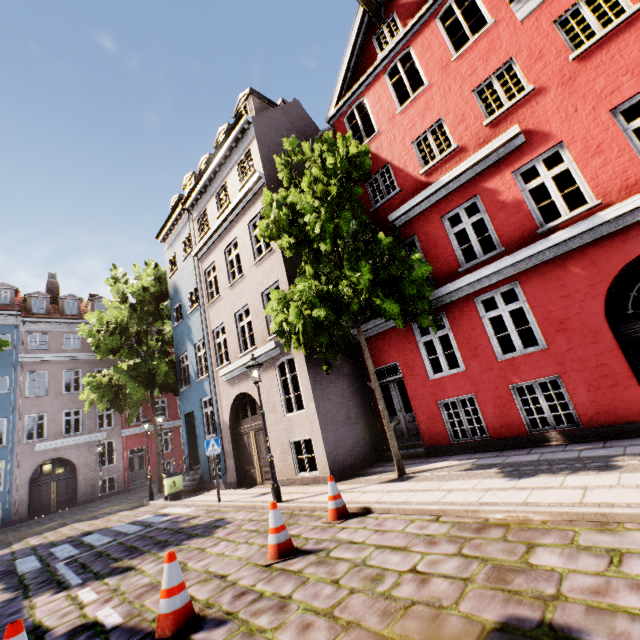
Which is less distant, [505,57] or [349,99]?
[505,57]

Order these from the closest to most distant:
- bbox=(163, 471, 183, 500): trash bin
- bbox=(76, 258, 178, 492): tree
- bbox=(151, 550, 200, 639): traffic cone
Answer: bbox=(151, 550, 200, 639): traffic cone
bbox=(163, 471, 183, 500): trash bin
bbox=(76, 258, 178, 492): tree

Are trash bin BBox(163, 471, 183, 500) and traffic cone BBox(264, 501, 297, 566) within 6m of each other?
no

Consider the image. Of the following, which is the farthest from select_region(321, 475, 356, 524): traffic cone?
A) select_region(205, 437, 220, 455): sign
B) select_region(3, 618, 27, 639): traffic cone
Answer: select_region(205, 437, 220, 455): sign

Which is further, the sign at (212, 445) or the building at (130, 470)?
the building at (130, 470)

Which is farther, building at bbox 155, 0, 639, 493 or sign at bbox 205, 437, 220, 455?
sign at bbox 205, 437, 220, 455

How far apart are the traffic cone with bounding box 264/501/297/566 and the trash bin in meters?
9.8

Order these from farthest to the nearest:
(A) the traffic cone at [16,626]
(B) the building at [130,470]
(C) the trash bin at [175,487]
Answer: (B) the building at [130,470] → (C) the trash bin at [175,487] → (A) the traffic cone at [16,626]
